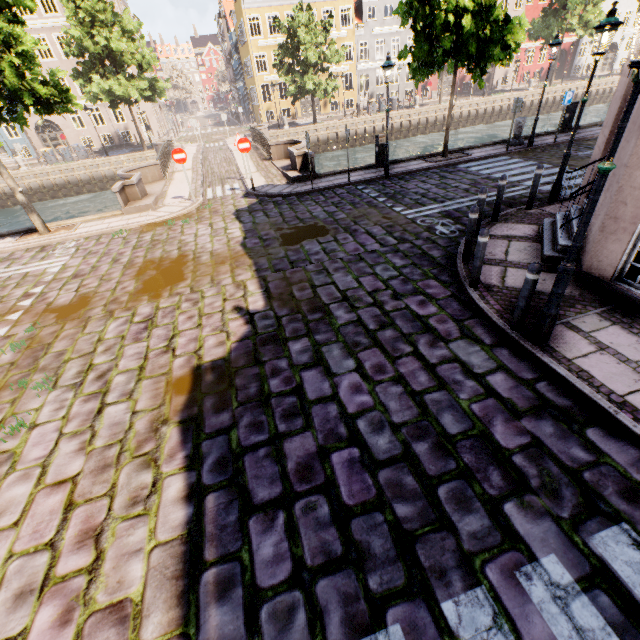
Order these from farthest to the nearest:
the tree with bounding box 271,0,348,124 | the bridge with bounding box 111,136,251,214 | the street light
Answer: the tree with bounding box 271,0,348,124 < the bridge with bounding box 111,136,251,214 < the street light

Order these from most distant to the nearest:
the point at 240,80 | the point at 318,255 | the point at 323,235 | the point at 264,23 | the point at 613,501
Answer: the point at 240,80 → the point at 264,23 → the point at 323,235 → the point at 318,255 → the point at 613,501

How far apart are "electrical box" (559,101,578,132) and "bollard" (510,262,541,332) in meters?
17.0 m

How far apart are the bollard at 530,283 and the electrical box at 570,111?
17.0m

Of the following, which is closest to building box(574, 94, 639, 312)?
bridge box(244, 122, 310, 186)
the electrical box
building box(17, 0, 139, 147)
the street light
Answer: the street light

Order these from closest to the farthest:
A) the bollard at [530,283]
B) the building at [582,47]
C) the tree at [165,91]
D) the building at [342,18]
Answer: the bollard at [530,283]
the tree at [165,91]
the building at [342,18]
the building at [582,47]

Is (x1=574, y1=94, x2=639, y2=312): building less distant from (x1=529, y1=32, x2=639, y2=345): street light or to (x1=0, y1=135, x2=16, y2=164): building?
(x1=529, y1=32, x2=639, y2=345): street light

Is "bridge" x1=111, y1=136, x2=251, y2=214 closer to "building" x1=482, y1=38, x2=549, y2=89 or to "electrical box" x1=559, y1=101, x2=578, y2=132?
"building" x1=482, y1=38, x2=549, y2=89
